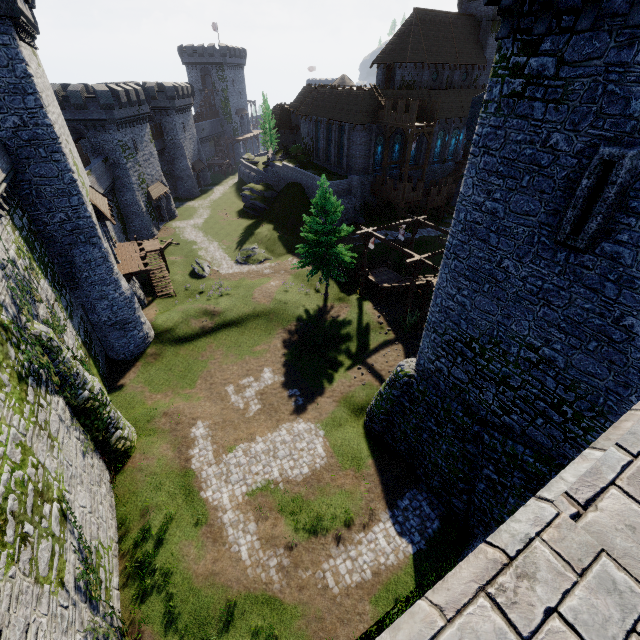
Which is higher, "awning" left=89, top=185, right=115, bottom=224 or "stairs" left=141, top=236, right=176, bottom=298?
"awning" left=89, top=185, right=115, bottom=224

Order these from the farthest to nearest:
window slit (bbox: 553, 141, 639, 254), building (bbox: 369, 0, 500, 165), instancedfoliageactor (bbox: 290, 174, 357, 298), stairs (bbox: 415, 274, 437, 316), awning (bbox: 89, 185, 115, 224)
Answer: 1. building (bbox: 369, 0, 500, 165)
2. instancedfoliageactor (bbox: 290, 174, 357, 298)
3. stairs (bbox: 415, 274, 437, 316)
4. awning (bbox: 89, 185, 115, 224)
5. window slit (bbox: 553, 141, 639, 254)

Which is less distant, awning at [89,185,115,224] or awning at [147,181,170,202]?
awning at [89,185,115,224]

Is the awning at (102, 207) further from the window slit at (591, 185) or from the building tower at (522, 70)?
the window slit at (591, 185)

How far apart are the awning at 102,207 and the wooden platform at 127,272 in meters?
3.1

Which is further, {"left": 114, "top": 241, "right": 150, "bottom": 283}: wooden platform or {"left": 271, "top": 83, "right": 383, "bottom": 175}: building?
{"left": 271, "top": 83, "right": 383, "bottom": 175}: building

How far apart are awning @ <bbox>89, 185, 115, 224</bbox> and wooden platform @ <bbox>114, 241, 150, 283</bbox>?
3.1m

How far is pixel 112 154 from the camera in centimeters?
3888cm
